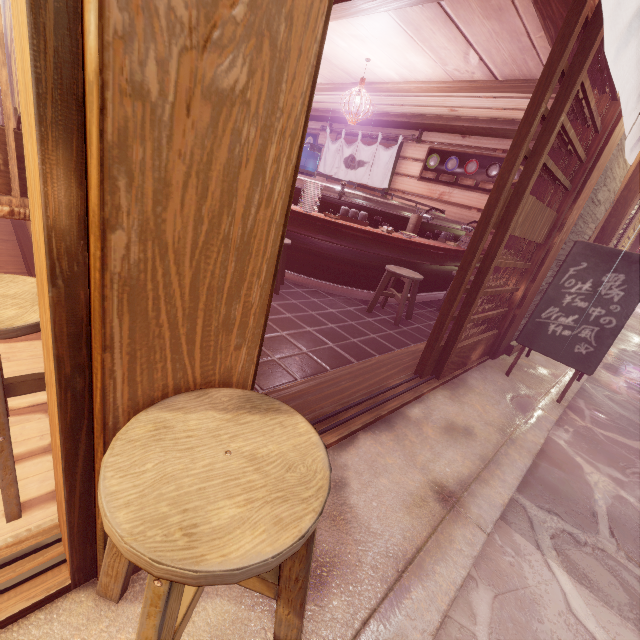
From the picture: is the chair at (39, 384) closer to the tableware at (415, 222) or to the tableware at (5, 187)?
the tableware at (5, 187)

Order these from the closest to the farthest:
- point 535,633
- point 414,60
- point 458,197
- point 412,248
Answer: point 535,633, point 414,60, point 412,248, point 458,197

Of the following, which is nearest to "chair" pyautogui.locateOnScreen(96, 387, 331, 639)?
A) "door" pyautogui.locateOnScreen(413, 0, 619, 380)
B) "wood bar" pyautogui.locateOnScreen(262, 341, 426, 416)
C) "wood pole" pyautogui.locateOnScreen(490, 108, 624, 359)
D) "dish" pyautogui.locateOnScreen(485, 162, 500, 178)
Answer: "wood bar" pyautogui.locateOnScreen(262, 341, 426, 416)

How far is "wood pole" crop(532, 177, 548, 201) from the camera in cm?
598

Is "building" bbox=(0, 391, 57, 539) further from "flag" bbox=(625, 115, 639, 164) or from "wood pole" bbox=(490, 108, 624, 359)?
"wood pole" bbox=(490, 108, 624, 359)

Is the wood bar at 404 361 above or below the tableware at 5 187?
below

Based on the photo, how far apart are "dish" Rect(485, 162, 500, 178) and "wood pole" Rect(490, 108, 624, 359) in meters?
4.6 m

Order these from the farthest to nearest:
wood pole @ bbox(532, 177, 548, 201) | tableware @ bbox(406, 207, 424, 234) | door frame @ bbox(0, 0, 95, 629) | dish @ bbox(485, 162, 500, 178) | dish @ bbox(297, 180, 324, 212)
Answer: dish @ bbox(485, 162, 500, 178)
tableware @ bbox(406, 207, 424, 234)
dish @ bbox(297, 180, 324, 212)
wood pole @ bbox(532, 177, 548, 201)
door frame @ bbox(0, 0, 95, 629)
